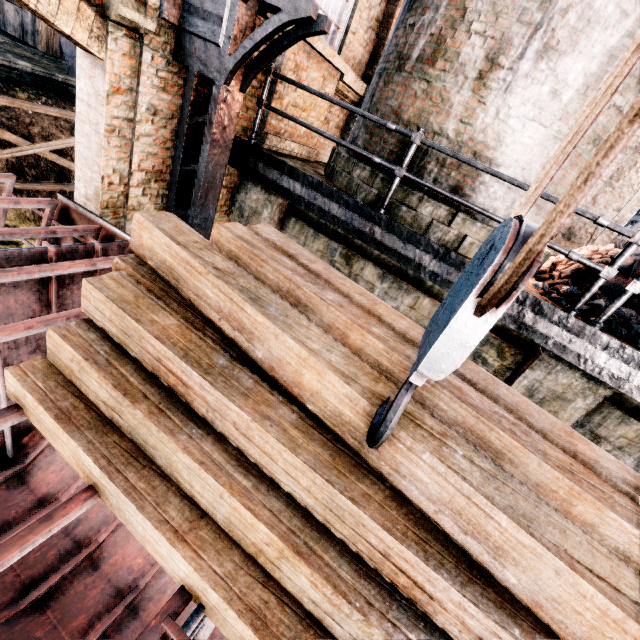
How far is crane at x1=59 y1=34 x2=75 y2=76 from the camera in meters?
16.6

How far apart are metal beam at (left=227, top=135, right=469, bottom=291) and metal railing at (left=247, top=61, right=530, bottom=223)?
0.2m

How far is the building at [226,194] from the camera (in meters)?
6.32

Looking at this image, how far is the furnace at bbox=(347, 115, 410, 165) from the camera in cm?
511

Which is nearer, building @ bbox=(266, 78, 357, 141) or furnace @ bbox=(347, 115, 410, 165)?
furnace @ bbox=(347, 115, 410, 165)

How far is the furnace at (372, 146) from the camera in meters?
5.1 m

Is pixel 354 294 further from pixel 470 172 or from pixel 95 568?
pixel 95 568

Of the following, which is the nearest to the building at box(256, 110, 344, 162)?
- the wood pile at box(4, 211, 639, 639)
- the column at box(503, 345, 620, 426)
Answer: the wood pile at box(4, 211, 639, 639)
